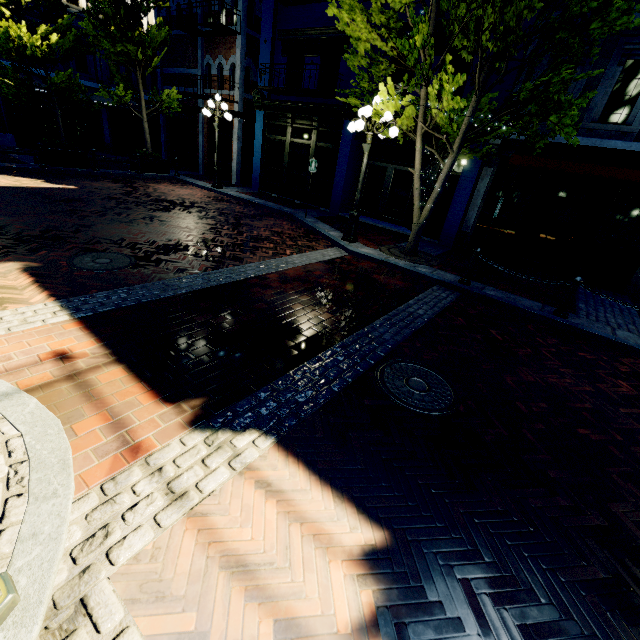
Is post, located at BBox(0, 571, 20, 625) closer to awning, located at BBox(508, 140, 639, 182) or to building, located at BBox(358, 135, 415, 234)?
awning, located at BBox(508, 140, 639, 182)

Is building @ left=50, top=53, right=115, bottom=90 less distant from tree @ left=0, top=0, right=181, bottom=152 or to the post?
tree @ left=0, top=0, right=181, bottom=152

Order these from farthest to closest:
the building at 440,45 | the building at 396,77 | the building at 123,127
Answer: the building at 123,127
the building at 396,77
the building at 440,45

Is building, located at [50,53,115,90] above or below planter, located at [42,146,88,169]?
above

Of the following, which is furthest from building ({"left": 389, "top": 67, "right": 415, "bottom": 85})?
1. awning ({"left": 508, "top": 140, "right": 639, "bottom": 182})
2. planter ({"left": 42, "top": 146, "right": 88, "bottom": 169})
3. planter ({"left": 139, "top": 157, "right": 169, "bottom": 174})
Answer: planter ({"left": 42, "top": 146, "right": 88, "bottom": 169})

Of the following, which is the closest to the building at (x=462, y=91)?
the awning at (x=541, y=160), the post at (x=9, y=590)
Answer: the awning at (x=541, y=160)

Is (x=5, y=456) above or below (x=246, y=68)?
below

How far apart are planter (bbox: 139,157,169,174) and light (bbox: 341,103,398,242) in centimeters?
1123cm
